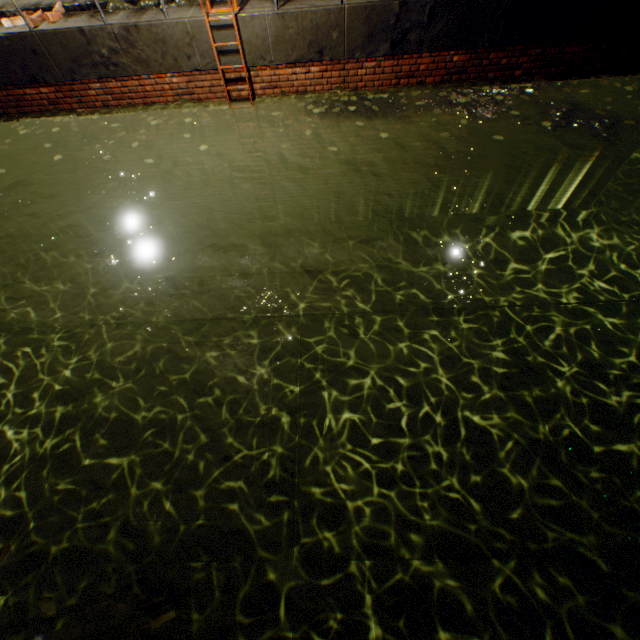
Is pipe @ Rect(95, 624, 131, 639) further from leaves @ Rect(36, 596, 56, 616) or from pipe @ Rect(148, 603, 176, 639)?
leaves @ Rect(36, 596, 56, 616)

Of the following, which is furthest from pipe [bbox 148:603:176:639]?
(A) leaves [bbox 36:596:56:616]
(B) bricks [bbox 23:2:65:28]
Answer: (B) bricks [bbox 23:2:65:28]

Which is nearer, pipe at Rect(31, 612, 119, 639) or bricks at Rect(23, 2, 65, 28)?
pipe at Rect(31, 612, 119, 639)

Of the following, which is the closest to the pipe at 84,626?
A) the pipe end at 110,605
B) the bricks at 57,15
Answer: the pipe end at 110,605

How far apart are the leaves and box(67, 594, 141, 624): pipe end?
2.65m

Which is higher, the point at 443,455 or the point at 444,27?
the point at 444,27

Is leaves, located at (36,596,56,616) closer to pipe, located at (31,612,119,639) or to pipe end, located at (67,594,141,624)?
pipe, located at (31,612,119,639)

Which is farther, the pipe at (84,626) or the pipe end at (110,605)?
the pipe end at (110,605)
